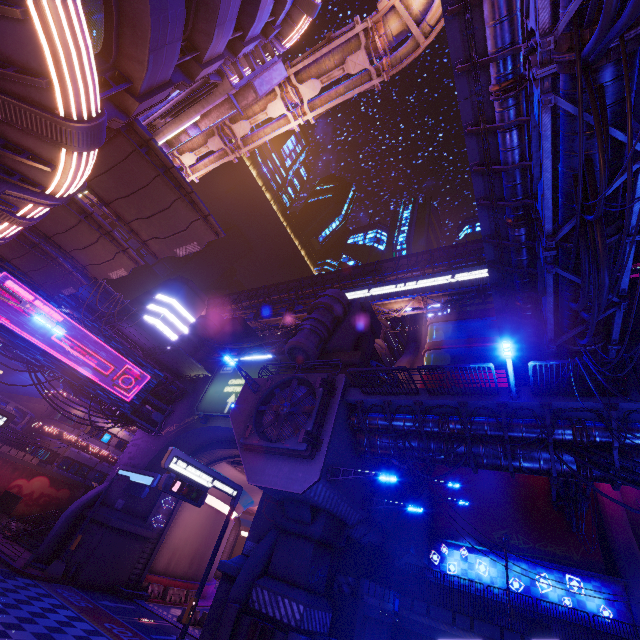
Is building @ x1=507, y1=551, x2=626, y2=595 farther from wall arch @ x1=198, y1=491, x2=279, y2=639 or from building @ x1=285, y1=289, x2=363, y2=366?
building @ x1=285, y1=289, x2=363, y2=366

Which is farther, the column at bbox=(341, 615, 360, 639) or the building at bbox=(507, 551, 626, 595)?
the building at bbox=(507, 551, 626, 595)

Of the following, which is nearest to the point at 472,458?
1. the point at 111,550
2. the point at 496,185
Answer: the point at 496,185

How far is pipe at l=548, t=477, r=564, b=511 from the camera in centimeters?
2217cm

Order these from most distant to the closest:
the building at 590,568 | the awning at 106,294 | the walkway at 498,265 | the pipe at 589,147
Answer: the building at 590,568, the awning at 106,294, the walkway at 498,265, the pipe at 589,147

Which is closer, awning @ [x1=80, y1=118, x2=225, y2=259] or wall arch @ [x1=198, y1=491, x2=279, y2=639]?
awning @ [x1=80, y1=118, x2=225, y2=259]

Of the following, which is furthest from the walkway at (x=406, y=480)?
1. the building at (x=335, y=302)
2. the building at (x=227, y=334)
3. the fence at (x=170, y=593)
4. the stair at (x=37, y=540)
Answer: the building at (x=227, y=334)

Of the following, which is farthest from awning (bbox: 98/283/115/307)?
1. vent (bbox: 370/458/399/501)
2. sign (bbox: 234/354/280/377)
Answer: vent (bbox: 370/458/399/501)
